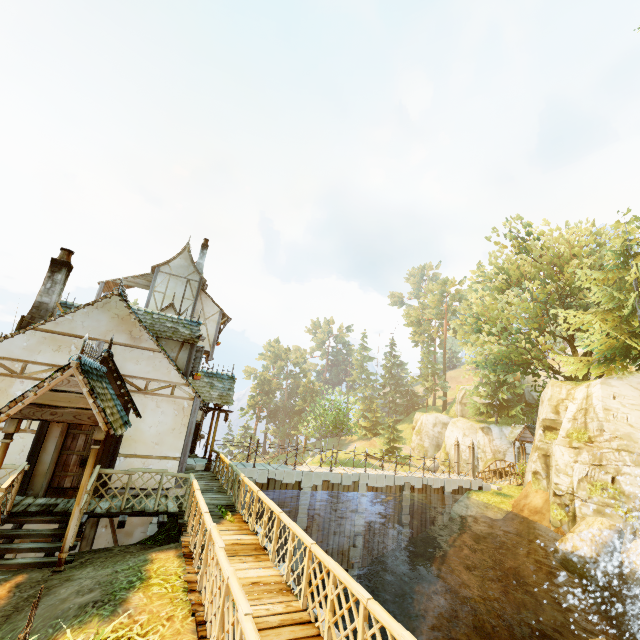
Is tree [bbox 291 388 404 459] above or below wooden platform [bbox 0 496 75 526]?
above

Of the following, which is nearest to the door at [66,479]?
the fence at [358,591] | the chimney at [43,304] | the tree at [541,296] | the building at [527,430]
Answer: the fence at [358,591]

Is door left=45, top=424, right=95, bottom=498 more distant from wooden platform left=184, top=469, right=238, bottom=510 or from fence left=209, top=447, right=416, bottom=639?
fence left=209, top=447, right=416, bottom=639

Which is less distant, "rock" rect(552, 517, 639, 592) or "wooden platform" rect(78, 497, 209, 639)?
"wooden platform" rect(78, 497, 209, 639)

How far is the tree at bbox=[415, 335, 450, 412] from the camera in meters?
55.0

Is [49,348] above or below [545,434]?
above

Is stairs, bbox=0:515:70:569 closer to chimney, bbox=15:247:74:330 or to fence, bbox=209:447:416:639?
fence, bbox=209:447:416:639

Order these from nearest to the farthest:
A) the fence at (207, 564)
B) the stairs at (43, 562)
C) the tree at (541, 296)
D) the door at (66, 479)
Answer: the fence at (207, 564) → the stairs at (43, 562) → the door at (66, 479) → the tree at (541, 296)
